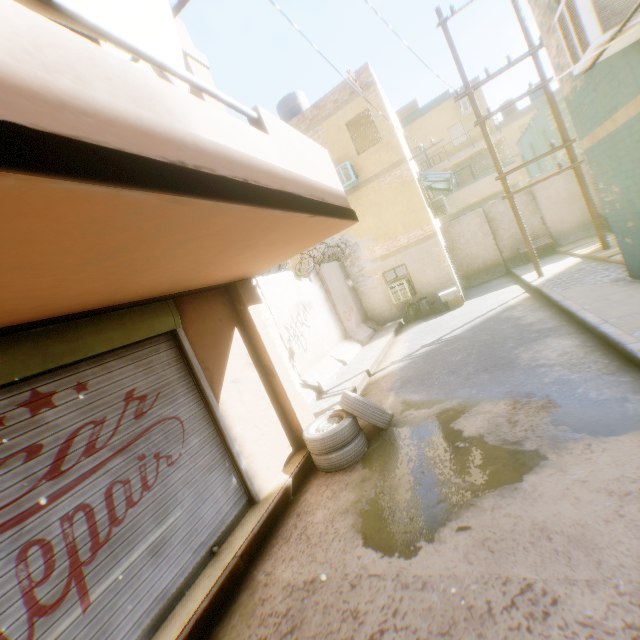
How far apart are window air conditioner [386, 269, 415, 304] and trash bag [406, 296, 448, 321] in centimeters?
24cm

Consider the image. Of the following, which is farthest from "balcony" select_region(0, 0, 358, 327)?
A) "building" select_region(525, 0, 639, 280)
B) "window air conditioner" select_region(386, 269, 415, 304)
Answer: "window air conditioner" select_region(386, 269, 415, 304)

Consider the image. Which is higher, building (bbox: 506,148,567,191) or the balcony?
building (bbox: 506,148,567,191)

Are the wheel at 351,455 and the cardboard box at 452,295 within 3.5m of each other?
no

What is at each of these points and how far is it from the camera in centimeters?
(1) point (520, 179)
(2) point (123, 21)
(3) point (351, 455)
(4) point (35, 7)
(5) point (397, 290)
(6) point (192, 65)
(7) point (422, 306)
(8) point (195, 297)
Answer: (1) building, 2147cm
(2) dryer, 239cm
(3) wheel, 490cm
(4) dryer, 196cm
(5) window air conditioner, 1341cm
(6) building, 494cm
(7) trash bag, 1346cm
(8) building, 490cm

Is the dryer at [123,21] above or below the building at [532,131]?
below

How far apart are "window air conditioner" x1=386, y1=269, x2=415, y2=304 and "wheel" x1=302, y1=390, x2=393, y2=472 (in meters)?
8.11

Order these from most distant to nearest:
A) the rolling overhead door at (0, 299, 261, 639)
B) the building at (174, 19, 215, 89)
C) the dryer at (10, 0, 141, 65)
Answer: the building at (174, 19, 215, 89), the rolling overhead door at (0, 299, 261, 639), the dryer at (10, 0, 141, 65)
